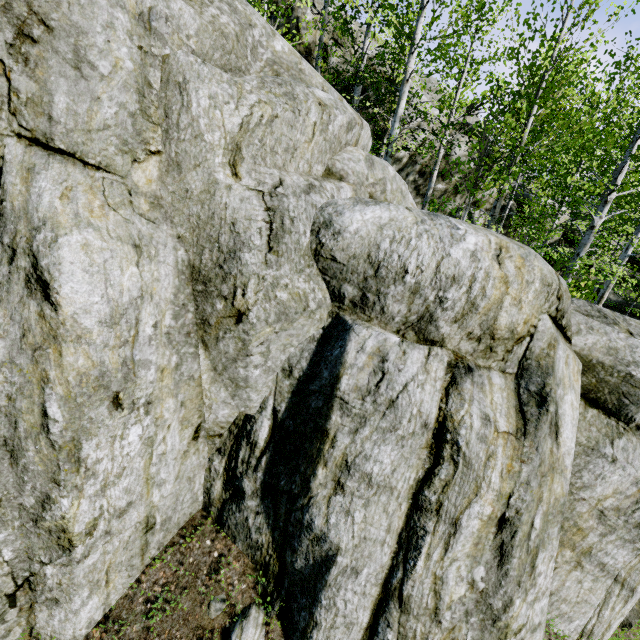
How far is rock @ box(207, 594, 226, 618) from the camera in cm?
376

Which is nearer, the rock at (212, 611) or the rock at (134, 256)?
the rock at (134, 256)

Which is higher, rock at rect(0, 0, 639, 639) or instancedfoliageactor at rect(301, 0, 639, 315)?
instancedfoliageactor at rect(301, 0, 639, 315)

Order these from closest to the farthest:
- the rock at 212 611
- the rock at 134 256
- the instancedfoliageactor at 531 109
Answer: the rock at 134 256
the rock at 212 611
the instancedfoliageactor at 531 109

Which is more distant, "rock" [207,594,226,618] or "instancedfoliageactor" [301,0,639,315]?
"instancedfoliageactor" [301,0,639,315]

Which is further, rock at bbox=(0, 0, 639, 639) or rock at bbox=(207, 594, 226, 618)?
rock at bbox=(207, 594, 226, 618)

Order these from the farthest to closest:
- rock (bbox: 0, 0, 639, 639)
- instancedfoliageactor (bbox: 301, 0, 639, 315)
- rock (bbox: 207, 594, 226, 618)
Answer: instancedfoliageactor (bbox: 301, 0, 639, 315) → rock (bbox: 207, 594, 226, 618) → rock (bbox: 0, 0, 639, 639)

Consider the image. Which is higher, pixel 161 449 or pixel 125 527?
pixel 161 449
